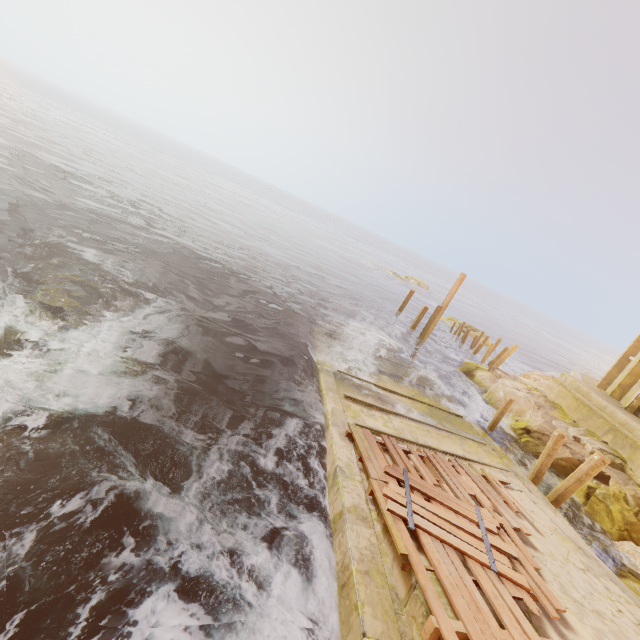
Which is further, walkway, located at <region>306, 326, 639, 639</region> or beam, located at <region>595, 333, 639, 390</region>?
beam, located at <region>595, 333, 639, 390</region>

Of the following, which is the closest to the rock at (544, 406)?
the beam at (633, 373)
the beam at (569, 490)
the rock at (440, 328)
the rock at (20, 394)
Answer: the beam at (569, 490)

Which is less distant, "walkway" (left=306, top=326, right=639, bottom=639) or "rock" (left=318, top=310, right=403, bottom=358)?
"walkway" (left=306, top=326, right=639, bottom=639)

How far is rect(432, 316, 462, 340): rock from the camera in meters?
30.7 m

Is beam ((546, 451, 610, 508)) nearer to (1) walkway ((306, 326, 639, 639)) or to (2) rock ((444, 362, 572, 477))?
(1) walkway ((306, 326, 639, 639))

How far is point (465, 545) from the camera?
5.6m

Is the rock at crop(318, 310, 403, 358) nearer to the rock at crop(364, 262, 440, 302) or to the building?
the building

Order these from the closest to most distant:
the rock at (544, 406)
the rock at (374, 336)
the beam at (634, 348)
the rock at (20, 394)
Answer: the rock at (20, 394)
the rock at (544, 406)
the rock at (374, 336)
the beam at (634, 348)
